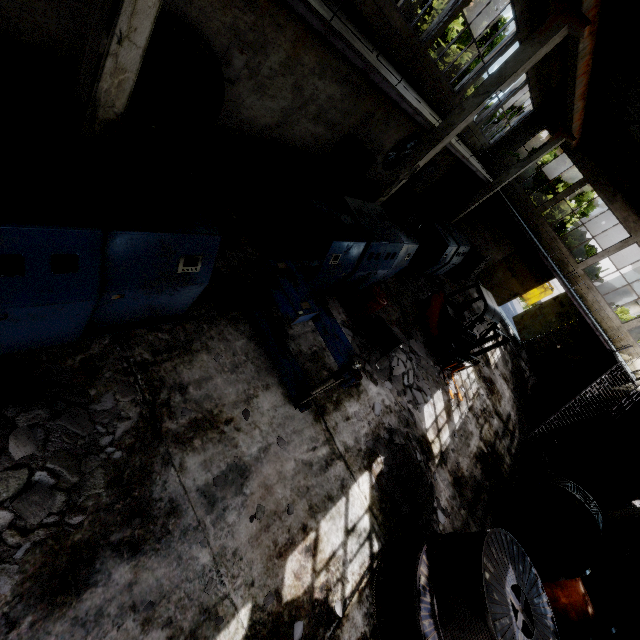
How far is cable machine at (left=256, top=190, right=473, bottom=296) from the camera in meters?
7.0

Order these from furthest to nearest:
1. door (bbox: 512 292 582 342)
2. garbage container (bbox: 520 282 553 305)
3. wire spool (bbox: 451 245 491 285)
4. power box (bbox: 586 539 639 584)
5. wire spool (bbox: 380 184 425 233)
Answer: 1. garbage container (bbox: 520 282 553 305)
2. door (bbox: 512 292 582 342)
3. wire spool (bbox: 451 245 491 285)
4. wire spool (bbox: 380 184 425 233)
5. power box (bbox: 586 539 639 584)

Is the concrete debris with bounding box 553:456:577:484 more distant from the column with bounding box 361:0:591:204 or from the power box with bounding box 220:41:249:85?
the power box with bounding box 220:41:249:85

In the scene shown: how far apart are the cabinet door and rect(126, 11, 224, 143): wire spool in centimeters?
675cm

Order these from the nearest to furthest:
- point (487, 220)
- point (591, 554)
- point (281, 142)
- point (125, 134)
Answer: point (125, 134) < point (591, 554) < point (281, 142) < point (487, 220)

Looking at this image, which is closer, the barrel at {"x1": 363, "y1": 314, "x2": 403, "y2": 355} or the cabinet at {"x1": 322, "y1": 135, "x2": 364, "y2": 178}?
the barrel at {"x1": 363, "y1": 314, "x2": 403, "y2": 355}

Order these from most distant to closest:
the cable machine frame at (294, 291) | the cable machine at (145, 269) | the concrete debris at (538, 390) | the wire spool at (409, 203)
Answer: the concrete debris at (538, 390), the wire spool at (409, 203), the cable machine frame at (294, 291), the cable machine at (145, 269)

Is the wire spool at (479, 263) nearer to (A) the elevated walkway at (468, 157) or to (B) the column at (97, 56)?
(A) the elevated walkway at (468, 157)
